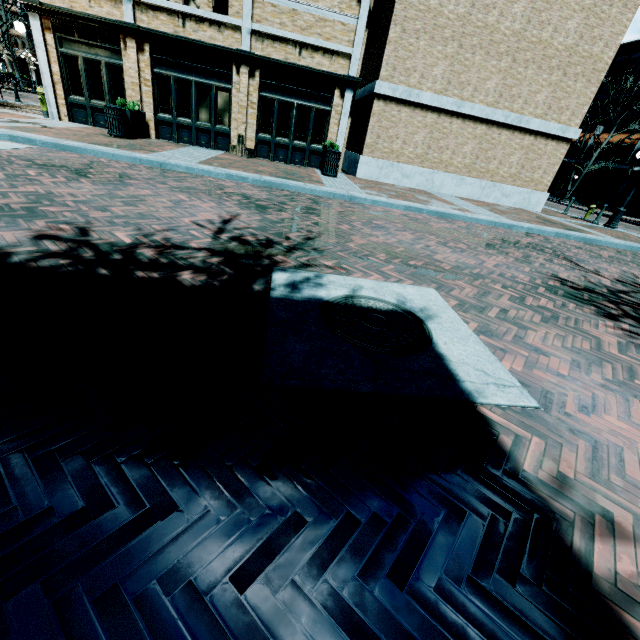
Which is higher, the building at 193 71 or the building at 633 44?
the building at 633 44

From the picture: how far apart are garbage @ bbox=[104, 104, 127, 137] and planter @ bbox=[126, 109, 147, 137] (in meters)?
0.04

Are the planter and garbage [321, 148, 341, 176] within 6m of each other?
no

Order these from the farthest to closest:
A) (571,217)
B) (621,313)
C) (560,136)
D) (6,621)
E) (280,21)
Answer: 1. (571,217)
2. (560,136)
3. (280,21)
4. (621,313)
5. (6,621)

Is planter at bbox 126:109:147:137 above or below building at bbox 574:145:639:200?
below

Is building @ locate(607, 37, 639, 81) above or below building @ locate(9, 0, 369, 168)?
above

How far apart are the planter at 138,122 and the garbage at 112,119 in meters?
0.0

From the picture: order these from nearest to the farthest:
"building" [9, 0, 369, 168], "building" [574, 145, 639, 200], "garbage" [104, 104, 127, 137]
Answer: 1. "garbage" [104, 104, 127, 137]
2. "building" [9, 0, 369, 168]
3. "building" [574, 145, 639, 200]
